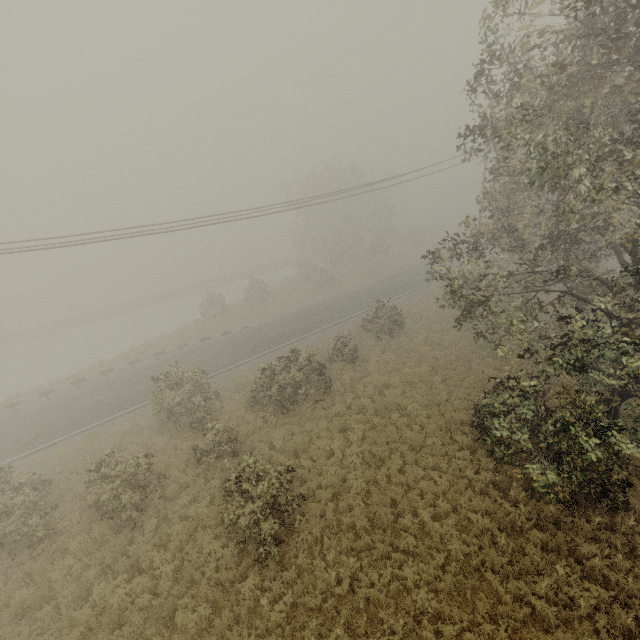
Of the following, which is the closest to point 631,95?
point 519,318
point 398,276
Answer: point 519,318
